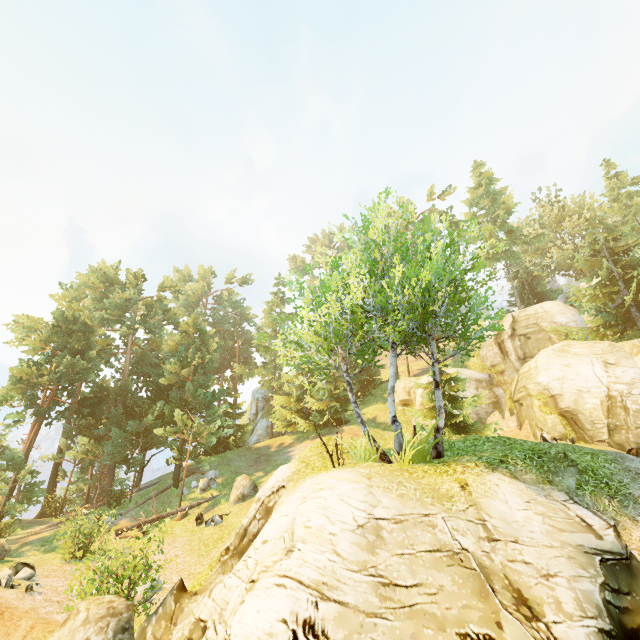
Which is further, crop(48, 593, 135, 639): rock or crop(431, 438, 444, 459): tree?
crop(431, 438, 444, 459): tree

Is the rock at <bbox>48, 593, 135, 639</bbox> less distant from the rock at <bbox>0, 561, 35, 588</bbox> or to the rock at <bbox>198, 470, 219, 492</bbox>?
the rock at <bbox>0, 561, 35, 588</bbox>

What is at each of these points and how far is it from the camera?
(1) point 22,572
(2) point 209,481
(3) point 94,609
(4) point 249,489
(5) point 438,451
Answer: (1) rock, 12.6m
(2) rock, 23.8m
(3) rock, 6.8m
(4) rock, 19.8m
(5) tree, 9.8m

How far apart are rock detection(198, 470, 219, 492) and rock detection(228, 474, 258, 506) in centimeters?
329cm

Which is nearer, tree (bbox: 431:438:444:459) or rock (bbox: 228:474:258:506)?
tree (bbox: 431:438:444:459)

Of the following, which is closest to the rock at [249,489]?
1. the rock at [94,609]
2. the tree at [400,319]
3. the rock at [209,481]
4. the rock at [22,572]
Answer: the tree at [400,319]

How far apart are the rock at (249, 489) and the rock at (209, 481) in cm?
329

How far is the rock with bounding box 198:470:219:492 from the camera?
22.9m
